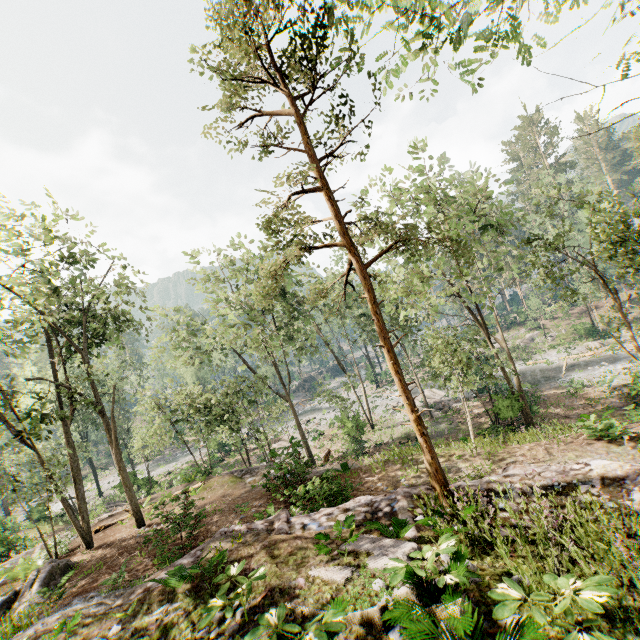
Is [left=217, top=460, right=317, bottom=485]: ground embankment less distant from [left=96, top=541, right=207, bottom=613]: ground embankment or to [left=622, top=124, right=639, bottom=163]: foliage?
[left=622, top=124, right=639, bottom=163]: foliage

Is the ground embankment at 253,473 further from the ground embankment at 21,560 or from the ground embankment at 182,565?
the ground embankment at 182,565

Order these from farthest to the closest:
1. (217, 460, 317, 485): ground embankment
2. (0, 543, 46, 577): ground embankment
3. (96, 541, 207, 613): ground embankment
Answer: (0, 543, 46, 577): ground embankment, (217, 460, 317, 485): ground embankment, (96, 541, 207, 613): ground embankment

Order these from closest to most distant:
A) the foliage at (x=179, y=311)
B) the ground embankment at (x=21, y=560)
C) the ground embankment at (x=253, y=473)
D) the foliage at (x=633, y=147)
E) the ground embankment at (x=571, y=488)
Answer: the ground embankment at (x=571, y=488), the ground embankment at (x=253, y=473), the ground embankment at (x=21, y=560), the foliage at (x=179, y=311), the foliage at (x=633, y=147)

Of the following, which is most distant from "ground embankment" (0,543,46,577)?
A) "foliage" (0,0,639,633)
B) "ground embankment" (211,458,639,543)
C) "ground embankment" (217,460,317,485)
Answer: "ground embankment" (211,458,639,543)

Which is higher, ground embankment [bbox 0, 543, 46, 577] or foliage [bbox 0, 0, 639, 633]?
foliage [bbox 0, 0, 639, 633]

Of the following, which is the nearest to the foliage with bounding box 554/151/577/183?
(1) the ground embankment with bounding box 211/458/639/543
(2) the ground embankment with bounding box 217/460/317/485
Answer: (2) the ground embankment with bounding box 217/460/317/485

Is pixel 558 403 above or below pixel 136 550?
below
